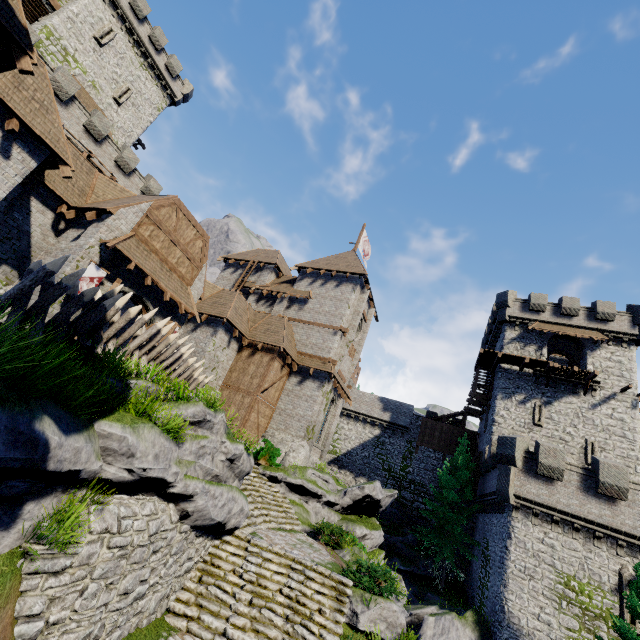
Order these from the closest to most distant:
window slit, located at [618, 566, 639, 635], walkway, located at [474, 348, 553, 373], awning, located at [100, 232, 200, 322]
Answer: awning, located at [100, 232, 200, 322] → window slit, located at [618, 566, 639, 635] → walkway, located at [474, 348, 553, 373]

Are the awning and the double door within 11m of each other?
yes

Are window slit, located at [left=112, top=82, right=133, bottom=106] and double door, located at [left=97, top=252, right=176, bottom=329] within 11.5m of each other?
no

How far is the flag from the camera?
13.0 meters

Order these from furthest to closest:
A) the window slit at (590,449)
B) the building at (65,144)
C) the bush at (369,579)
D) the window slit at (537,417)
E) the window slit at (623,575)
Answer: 1. the window slit at (537,417)
2. the window slit at (590,449)
3. the window slit at (623,575)
4. the bush at (369,579)
5. the building at (65,144)

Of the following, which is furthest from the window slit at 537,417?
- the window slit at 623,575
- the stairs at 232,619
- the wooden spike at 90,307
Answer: the wooden spike at 90,307

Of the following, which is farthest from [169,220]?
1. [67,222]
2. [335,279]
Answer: [335,279]

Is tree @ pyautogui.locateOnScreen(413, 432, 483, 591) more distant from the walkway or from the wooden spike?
the wooden spike
